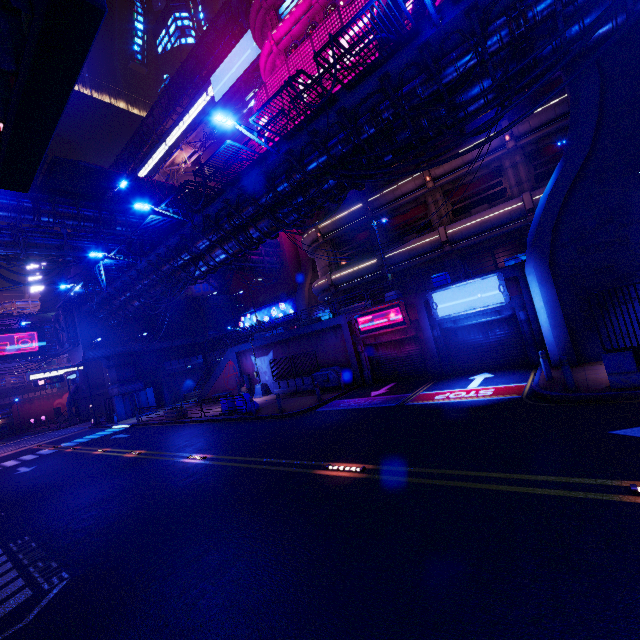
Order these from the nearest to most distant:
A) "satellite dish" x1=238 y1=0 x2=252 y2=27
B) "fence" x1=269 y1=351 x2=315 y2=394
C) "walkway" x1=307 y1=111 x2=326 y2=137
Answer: "walkway" x1=307 y1=111 x2=326 y2=137, "fence" x1=269 y1=351 x2=315 y2=394, "satellite dish" x1=238 y1=0 x2=252 y2=27

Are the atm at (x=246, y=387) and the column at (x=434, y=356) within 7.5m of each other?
no

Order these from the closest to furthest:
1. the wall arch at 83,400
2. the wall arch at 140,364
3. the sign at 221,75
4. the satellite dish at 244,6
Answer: the satellite dish at 244,6 < the wall arch at 140,364 < the sign at 221,75 < the wall arch at 83,400

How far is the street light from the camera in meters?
26.0

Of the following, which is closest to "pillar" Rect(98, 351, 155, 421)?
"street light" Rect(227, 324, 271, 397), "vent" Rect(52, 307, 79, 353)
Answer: "vent" Rect(52, 307, 79, 353)

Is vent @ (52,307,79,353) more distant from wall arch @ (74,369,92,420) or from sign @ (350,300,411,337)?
sign @ (350,300,411,337)

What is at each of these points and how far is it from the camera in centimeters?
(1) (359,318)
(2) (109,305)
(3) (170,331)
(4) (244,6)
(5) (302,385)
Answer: (1) sign, 2044cm
(2) walkway, 3114cm
(3) vent, 4128cm
(4) satellite dish, 3566cm
(5) fence, 2391cm

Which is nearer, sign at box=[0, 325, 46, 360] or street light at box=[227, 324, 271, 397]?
street light at box=[227, 324, 271, 397]
